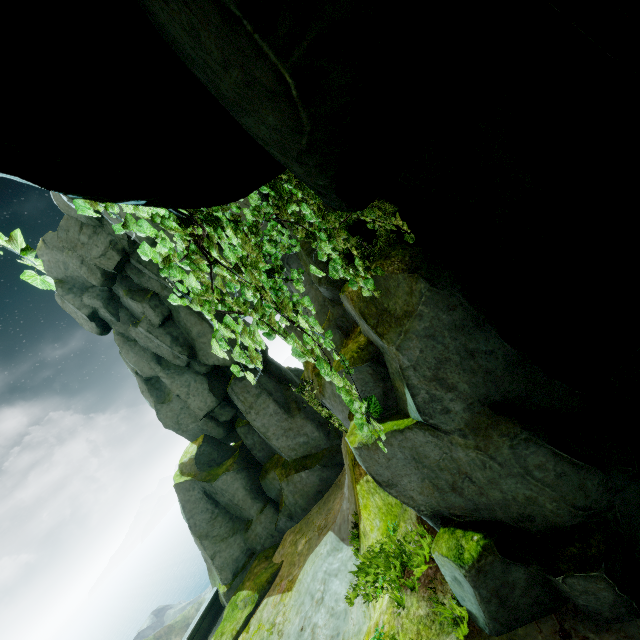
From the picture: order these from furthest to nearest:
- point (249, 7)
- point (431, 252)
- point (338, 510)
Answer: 1. point (338, 510)
2. point (431, 252)
3. point (249, 7)

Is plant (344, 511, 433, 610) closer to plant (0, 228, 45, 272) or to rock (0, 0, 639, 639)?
rock (0, 0, 639, 639)

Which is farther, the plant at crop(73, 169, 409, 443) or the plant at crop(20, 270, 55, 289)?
the plant at crop(73, 169, 409, 443)

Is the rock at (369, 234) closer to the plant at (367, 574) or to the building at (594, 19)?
the building at (594, 19)

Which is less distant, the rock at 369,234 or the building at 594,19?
the rock at 369,234

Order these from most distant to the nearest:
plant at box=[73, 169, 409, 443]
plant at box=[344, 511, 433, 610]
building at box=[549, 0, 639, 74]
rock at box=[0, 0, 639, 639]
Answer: building at box=[549, 0, 639, 74]
plant at box=[344, 511, 433, 610]
plant at box=[73, 169, 409, 443]
rock at box=[0, 0, 639, 639]

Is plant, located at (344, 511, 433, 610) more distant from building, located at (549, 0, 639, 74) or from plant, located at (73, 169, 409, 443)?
building, located at (549, 0, 639, 74)
